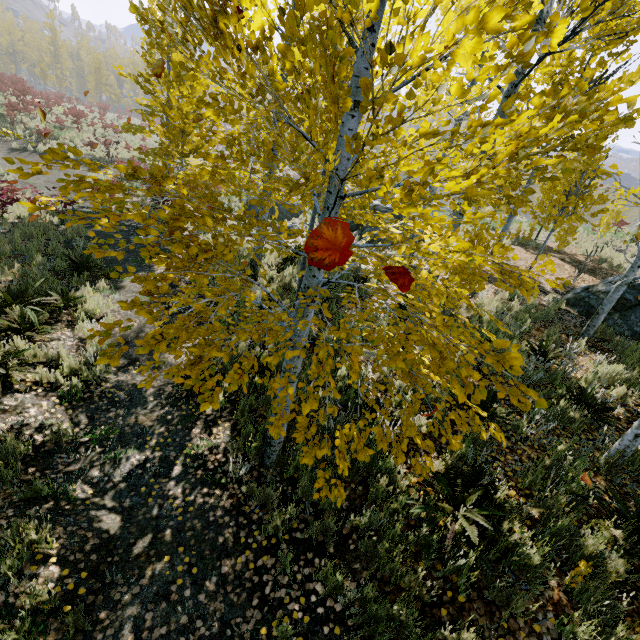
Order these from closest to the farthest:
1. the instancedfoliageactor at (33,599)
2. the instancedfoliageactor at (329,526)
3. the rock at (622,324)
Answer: the instancedfoliageactor at (33,599) → the instancedfoliageactor at (329,526) → the rock at (622,324)

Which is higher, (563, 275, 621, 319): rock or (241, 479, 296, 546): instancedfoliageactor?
(563, 275, 621, 319): rock

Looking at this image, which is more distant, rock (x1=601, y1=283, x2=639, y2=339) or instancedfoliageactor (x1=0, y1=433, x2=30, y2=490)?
rock (x1=601, y1=283, x2=639, y2=339)

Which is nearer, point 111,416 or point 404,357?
point 404,357

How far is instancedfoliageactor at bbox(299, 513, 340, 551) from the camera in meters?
3.4 m

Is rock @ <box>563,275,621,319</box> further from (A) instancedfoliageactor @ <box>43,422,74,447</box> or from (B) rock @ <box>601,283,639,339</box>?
(B) rock @ <box>601,283,639,339</box>

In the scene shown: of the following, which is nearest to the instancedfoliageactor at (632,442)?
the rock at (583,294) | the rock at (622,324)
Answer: the rock at (622,324)

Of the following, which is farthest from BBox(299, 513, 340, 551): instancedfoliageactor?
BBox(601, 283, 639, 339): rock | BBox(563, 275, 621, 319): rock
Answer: BBox(563, 275, 621, 319): rock
